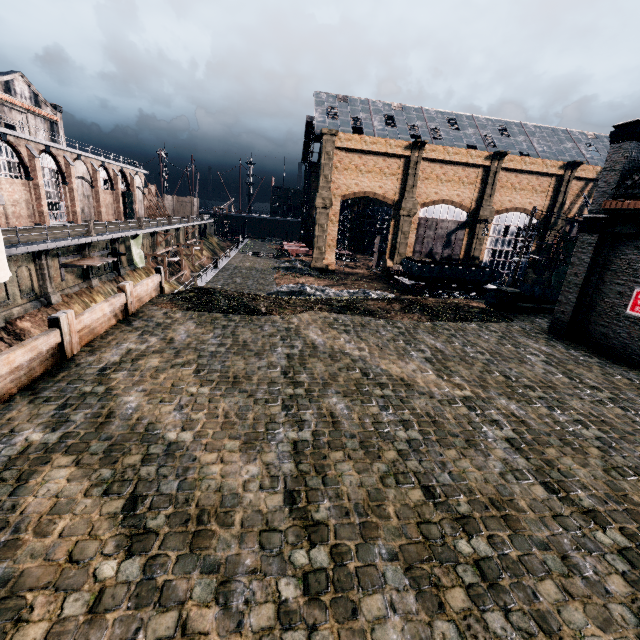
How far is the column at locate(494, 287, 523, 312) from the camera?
23.4 meters

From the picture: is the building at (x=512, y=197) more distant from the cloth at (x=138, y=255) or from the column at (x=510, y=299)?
the cloth at (x=138, y=255)

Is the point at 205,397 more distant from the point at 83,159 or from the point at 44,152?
the point at 83,159

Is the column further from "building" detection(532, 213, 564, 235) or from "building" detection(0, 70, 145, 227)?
"building" detection(0, 70, 145, 227)

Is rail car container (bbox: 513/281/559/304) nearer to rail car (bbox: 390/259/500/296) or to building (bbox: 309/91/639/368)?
building (bbox: 309/91/639/368)

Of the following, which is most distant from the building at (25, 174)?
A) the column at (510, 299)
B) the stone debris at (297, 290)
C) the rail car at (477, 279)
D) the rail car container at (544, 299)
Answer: the rail car container at (544, 299)

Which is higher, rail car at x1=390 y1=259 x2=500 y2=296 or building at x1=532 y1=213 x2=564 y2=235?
building at x1=532 y1=213 x2=564 y2=235

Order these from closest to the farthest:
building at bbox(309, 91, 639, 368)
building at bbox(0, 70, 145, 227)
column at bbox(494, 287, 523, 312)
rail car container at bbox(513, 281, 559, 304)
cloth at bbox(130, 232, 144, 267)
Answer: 1. building at bbox(309, 91, 639, 368)
2. column at bbox(494, 287, 523, 312)
3. rail car container at bbox(513, 281, 559, 304)
4. building at bbox(0, 70, 145, 227)
5. cloth at bbox(130, 232, 144, 267)
